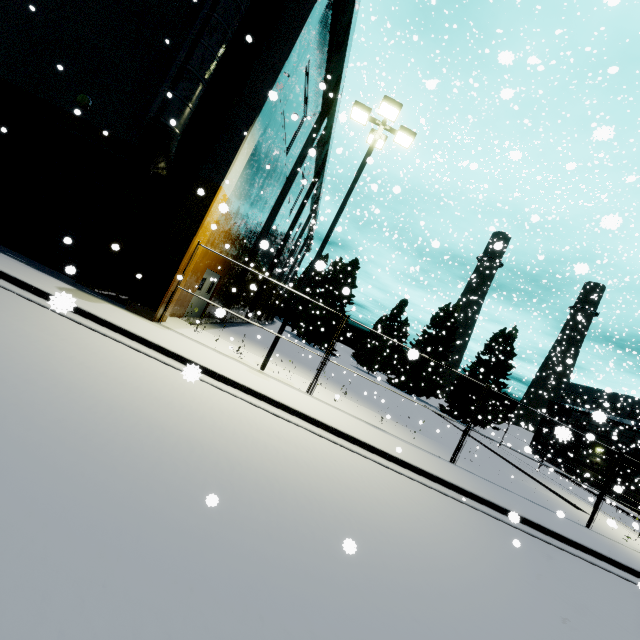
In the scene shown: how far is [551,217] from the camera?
13.4 meters

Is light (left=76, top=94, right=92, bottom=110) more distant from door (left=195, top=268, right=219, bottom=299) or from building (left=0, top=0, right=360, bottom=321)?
door (left=195, top=268, right=219, bottom=299)

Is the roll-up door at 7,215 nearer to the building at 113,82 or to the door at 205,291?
the building at 113,82

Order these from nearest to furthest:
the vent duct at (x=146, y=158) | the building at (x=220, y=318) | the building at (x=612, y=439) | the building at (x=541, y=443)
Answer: the vent duct at (x=146, y=158)
the building at (x=220, y=318)
the building at (x=612, y=439)
the building at (x=541, y=443)

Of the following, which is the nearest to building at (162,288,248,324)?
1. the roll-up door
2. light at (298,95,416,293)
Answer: the roll-up door

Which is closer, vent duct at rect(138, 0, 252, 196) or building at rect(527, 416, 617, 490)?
vent duct at rect(138, 0, 252, 196)

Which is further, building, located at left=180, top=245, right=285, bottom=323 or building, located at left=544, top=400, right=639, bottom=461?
building, located at left=544, top=400, right=639, bottom=461

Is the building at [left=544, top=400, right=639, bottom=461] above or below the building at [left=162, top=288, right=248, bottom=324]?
above
